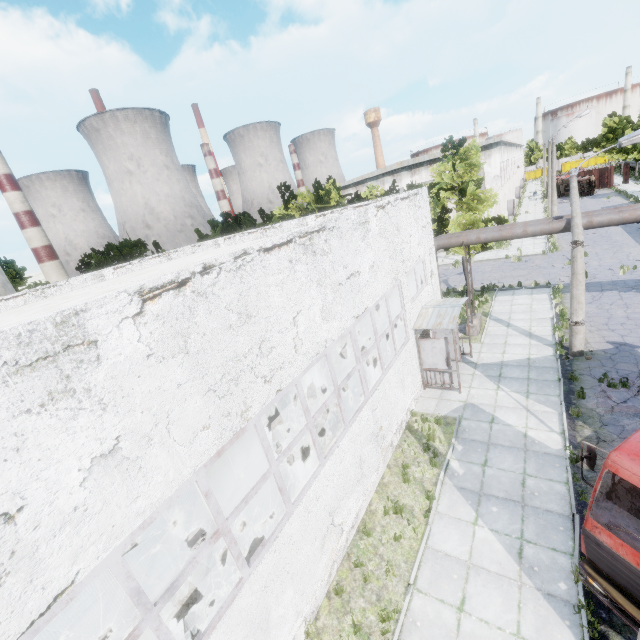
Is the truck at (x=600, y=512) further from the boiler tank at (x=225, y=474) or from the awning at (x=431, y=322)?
the boiler tank at (x=225, y=474)

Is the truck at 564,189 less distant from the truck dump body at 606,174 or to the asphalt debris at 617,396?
the truck dump body at 606,174

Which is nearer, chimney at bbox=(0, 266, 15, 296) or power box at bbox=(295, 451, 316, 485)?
power box at bbox=(295, 451, 316, 485)

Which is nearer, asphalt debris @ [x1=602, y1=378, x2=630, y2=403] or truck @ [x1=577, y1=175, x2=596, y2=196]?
asphalt debris @ [x1=602, y1=378, x2=630, y2=403]

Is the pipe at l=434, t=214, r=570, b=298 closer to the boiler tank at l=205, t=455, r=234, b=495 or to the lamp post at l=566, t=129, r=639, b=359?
the lamp post at l=566, t=129, r=639, b=359

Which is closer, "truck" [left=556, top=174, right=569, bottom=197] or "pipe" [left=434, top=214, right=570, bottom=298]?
"pipe" [left=434, top=214, right=570, bottom=298]

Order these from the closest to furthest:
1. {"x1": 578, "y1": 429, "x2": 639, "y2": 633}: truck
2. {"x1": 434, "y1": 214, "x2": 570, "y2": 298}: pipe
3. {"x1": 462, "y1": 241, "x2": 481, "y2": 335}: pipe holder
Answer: {"x1": 578, "y1": 429, "x2": 639, "y2": 633}: truck < {"x1": 434, "y1": 214, "x2": 570, "y2": 298}: pipe < {"x1": 462, "y1": 241, "x2": 481, "y2": 335}: pipe holder

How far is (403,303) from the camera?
12.16m
